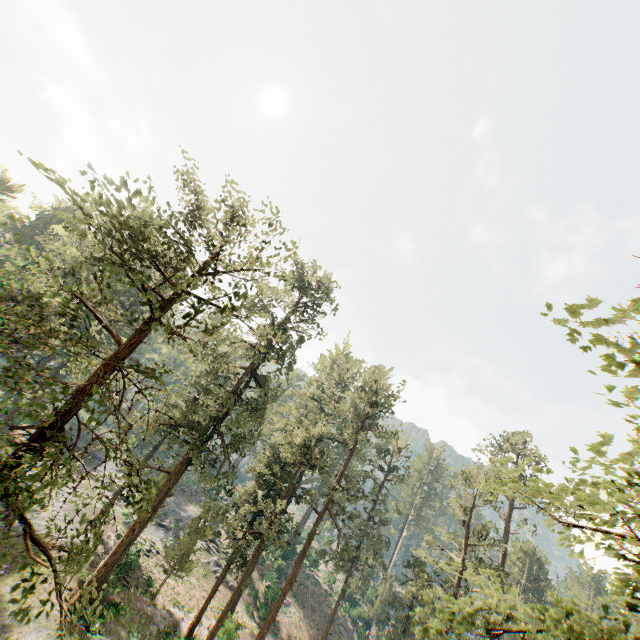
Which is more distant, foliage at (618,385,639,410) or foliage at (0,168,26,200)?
foliage at (0,168,26,200)

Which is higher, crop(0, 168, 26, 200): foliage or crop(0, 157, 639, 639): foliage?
crop(0, 168, 26, 200): foliage

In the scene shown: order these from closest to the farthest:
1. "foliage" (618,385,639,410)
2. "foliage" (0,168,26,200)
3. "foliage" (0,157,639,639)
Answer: "foliage" (618,385,639,410), "foliage" (0,157,639,639), "foliage" (0,168,26,200)

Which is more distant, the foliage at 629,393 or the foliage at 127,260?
the foliage at 127,260

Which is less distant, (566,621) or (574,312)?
(566,621)

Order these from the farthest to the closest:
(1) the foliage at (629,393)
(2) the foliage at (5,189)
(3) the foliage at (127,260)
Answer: (2) the foliage at (5,189), (3) the foliage at (127,260), (1) the foliage at (629,393)
